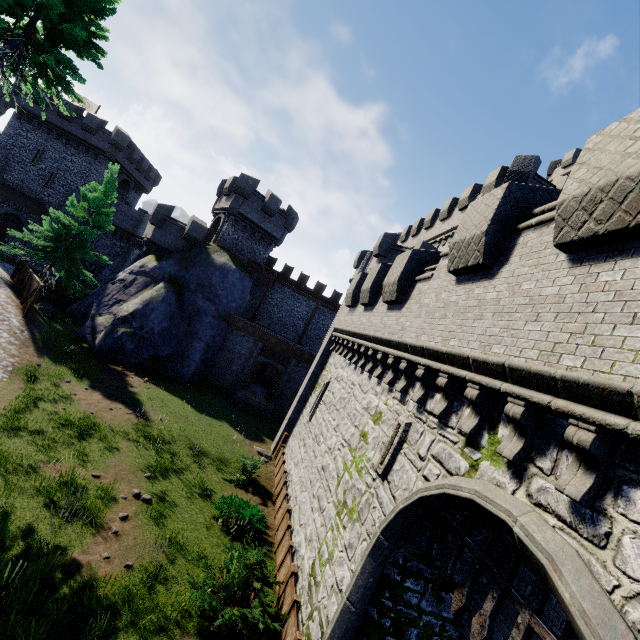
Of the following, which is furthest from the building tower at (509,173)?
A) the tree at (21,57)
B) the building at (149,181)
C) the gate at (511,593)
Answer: the building at (149,181)

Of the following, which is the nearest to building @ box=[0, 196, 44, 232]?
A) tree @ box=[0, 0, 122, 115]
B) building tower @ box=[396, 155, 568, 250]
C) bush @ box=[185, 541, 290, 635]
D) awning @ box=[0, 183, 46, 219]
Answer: awning @ box=[0, 183, 46, 219]

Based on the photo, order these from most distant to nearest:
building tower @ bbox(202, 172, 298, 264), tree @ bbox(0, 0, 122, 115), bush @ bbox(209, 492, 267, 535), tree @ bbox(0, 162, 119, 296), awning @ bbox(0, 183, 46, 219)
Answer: awning @ bbox(0, 183, 46, 219) → building tower @ bbox(202, 172, 298, 264) → tree @ bbox(0, 162, 119, 296) → tree @ bbox(0, 0, 122, 115) → bush @ bbox(209, 492, 267, 535)

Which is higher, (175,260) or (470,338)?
(470,338)

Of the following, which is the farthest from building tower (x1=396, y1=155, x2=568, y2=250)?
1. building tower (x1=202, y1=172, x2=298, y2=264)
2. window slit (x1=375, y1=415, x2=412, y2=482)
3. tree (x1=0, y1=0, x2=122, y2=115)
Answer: tree (x1=0, y1=0, x2=122, y2=115)

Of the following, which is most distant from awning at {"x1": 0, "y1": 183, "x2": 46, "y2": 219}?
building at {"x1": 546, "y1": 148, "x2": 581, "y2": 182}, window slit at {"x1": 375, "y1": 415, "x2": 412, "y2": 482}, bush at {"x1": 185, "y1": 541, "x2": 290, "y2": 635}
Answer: building at {"x1": 546, "y1": 148, "x2": 581, "y2": 182}

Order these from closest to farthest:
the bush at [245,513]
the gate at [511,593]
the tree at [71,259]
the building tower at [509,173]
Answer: the gate at [511,593] → the bush at [245,513] → the building tower at [509,173] → the tree at [71,259]

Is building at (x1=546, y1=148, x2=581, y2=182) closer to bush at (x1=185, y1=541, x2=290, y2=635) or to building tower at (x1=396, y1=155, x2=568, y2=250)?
building tower at (x1=396, y1=155, x2=568, y2=250)
